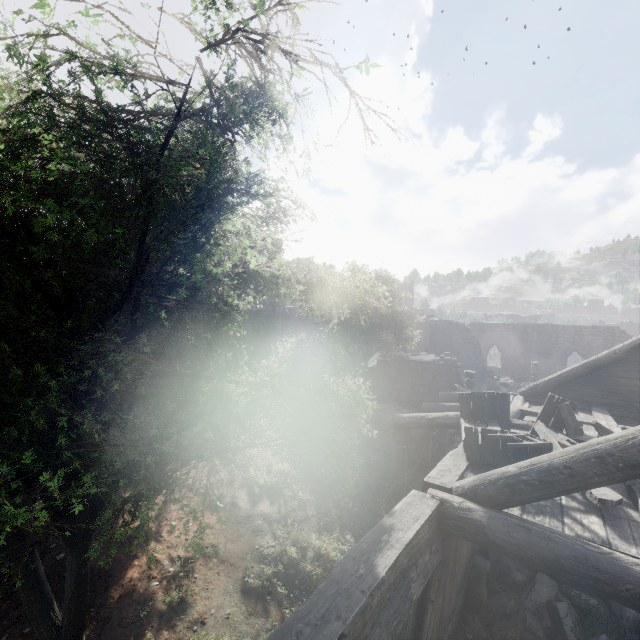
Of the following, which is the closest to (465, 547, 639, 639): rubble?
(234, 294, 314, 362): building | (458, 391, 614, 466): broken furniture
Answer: (234, 294, 314, 362): building

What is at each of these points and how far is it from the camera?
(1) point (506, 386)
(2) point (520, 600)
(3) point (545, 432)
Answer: (1) rubble, 31.9 meters
(2) rubble, 6.5 meters
(3) broken furniture, 6.4 meters

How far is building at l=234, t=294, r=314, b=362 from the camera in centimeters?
2009cm

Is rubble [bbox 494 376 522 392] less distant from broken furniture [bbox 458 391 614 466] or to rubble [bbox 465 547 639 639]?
rubble [bbox 465 547 639 639]

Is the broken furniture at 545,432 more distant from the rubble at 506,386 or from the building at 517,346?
the rubble at 506,386

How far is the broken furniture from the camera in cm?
498

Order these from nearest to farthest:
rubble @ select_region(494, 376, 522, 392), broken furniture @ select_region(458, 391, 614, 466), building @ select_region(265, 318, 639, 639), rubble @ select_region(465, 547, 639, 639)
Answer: building @ select_region(265, 318, 639, 639)
broken furniture @ select_region(458, 391, 614, 466)
rubble @ select_region(465, 547, 639, 639)
rubble @ select_region(494, 376, 522, 392)

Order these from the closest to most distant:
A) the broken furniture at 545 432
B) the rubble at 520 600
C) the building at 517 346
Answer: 1. the building at 517 346
2. the broken furniture at 545 432
3. the rubble at 520 600
